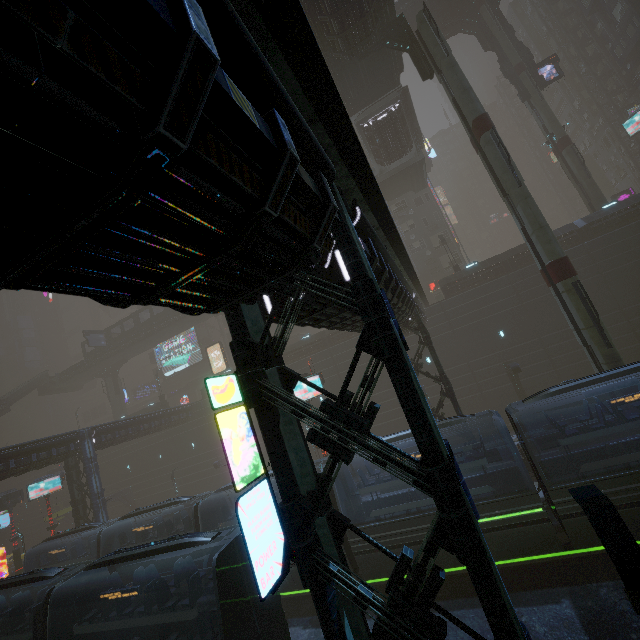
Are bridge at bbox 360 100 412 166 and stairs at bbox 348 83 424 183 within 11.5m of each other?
yes

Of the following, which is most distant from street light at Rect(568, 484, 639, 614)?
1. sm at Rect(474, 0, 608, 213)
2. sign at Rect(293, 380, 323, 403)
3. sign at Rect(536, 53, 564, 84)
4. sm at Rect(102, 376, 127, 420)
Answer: sm at Rect(102, 376, 127, 420)

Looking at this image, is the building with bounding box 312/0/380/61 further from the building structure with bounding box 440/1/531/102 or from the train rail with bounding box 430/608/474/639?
the building structure with bounding box 440/1/531/102

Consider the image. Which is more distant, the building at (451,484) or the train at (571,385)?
the train at (571,385)

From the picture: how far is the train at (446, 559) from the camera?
12.8m

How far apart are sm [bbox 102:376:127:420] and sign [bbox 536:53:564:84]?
65.93m

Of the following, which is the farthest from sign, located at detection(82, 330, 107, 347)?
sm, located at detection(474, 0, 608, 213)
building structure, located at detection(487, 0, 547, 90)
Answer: building structure, located at detection(487, 0, 547, 90)

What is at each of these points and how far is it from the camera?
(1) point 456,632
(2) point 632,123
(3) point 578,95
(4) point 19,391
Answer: (1) train rail, 11.12m
(2) sign, 35.12m
(3) building, 54.84m
(4) stairs, 45.91m
